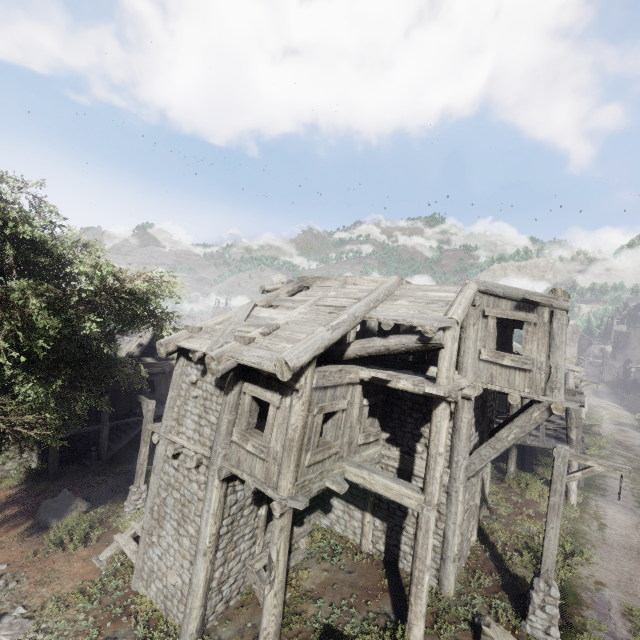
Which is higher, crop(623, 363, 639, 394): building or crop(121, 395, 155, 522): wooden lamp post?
crop(623, 363, 639, 394): building

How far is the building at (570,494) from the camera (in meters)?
14.68

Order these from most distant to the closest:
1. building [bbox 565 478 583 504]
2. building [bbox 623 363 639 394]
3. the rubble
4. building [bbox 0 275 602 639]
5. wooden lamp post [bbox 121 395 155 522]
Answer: building [bbox 623 363 639 394] → building [bbox 565 478 583 504] → wooden lamp post [bbox 121 395 155 522] → the rubble → building [bbox 0 275 602 639]

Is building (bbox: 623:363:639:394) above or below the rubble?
above

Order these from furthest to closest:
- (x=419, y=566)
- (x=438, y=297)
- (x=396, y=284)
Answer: (x=396, y=284) → (x=438, y=297) → (x=419, y=566)

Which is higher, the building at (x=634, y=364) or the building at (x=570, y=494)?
the building at (x=634, y=364)

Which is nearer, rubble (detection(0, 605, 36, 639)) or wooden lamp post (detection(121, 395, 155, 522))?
rubble (detection(0, 605, 36, 639))

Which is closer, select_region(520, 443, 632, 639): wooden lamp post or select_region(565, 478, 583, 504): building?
select_region(520, 443, 632, 639): wooden lamp post
